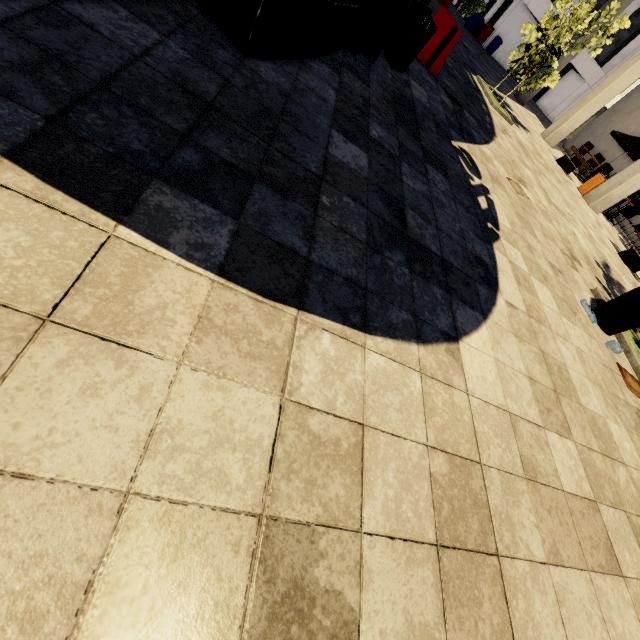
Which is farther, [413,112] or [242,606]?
[413,112]

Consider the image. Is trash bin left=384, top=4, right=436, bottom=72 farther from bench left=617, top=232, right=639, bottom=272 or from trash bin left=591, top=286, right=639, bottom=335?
bench left=617, top=232, right=639, bottom=272

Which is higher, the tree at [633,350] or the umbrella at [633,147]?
the umbrella at [633,147]

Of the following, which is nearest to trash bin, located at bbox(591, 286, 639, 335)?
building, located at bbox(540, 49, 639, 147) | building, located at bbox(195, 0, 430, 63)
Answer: building, located at bbox(195, 0, 430, 63)

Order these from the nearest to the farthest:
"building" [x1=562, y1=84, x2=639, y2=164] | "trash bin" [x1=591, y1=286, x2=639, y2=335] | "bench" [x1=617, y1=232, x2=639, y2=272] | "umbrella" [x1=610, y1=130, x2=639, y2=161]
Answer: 1. "trash bin" [x1=591, y1=286, x2=639, y2=335]
2. "bench" [x1=617, y1=232, x2=639, y2=272]
3. "umbrella" [x1=610, y1=130, x2=639, y2=161]
4. "building" [x1=562, y1=84, x2=639, y2=164]

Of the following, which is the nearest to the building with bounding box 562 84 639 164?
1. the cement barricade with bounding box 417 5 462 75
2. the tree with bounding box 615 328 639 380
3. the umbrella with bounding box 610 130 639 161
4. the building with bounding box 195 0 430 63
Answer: the umbrella with bounding box 610 130 639 161

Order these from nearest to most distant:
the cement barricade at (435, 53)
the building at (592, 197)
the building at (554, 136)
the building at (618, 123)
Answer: the cement barricade at (435, 53) < the building at (592, 197) < the building at (554, 136) < the building at (618, 123)

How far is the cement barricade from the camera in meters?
6.3
